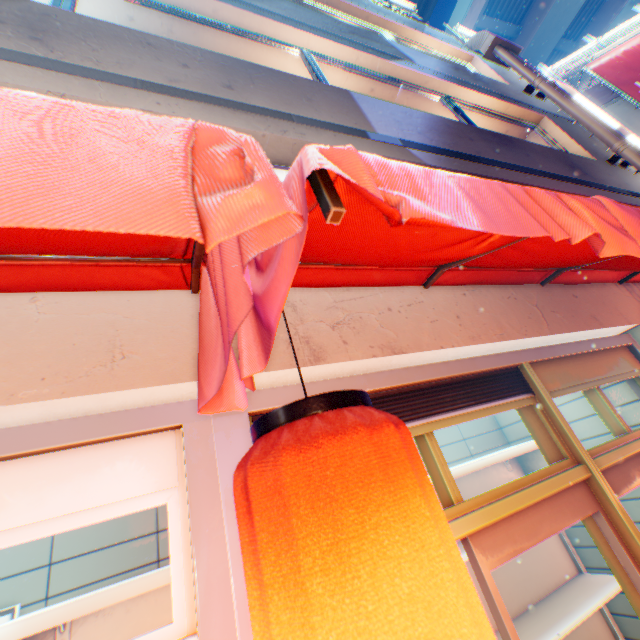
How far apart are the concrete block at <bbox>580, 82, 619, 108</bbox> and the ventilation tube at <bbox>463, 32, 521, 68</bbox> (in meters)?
5.42

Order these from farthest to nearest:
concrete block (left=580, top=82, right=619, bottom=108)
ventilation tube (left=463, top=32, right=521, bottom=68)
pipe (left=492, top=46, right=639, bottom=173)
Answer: concrete block (left=580, top=82, right=619, bottom=108), ventilation tube (left=463, top=32, right=521, bottom=68), pipe (left=492, top=46, right=639, bottom=173)

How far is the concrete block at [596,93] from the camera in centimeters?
1149cm

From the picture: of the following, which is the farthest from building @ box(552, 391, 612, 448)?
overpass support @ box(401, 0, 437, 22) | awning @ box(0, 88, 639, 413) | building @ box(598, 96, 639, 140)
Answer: overpass support @ box(401, 0, 437, 22)

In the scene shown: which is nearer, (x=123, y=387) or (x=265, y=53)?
(x=123, y=387)

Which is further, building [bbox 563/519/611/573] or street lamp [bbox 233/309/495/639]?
building [bbox 563/519/611/573]

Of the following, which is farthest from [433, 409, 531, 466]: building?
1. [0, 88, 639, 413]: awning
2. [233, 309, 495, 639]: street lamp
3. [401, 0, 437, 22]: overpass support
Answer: [401, 0, 437, 22]: overpass support

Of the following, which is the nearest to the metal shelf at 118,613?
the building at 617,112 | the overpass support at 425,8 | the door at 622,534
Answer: the door at 622,534
